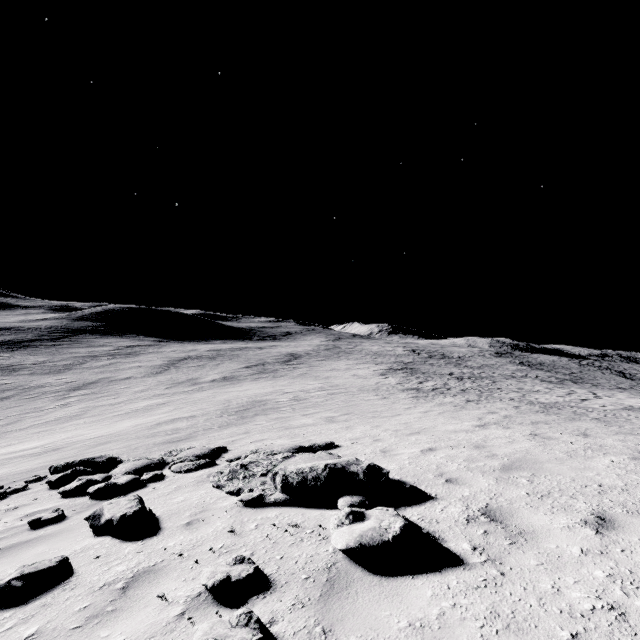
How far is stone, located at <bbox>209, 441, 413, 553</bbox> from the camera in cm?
338

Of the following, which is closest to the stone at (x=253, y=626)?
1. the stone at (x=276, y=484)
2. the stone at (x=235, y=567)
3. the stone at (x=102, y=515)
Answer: the stone at (x=235, y=567)

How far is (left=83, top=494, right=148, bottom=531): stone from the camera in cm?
474

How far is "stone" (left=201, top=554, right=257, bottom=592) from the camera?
3.0m

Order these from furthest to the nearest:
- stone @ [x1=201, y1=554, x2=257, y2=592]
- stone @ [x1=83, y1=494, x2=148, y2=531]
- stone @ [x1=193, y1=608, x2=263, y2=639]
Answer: stone @ [x1=83, y1=494, x2=148, y2=531]
stone @ [x1=201, y1=554, x2=257, y2=592]
stone @ [x1=193, y1=608, x2=263, y2=639]

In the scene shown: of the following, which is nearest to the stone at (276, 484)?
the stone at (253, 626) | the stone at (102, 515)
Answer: the stone at (102, 515)

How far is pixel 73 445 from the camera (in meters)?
15.15

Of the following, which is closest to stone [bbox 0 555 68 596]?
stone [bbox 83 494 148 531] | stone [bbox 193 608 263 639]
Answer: stone [bbox 83 494 148 531]
